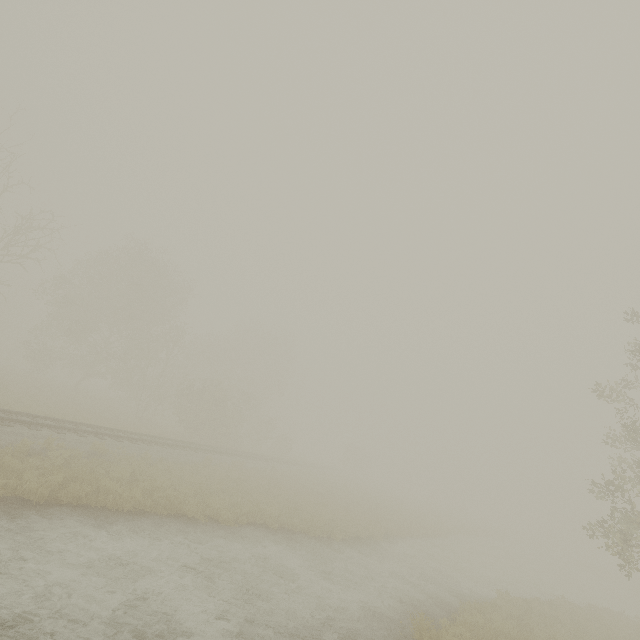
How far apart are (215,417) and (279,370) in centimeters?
2180cm
